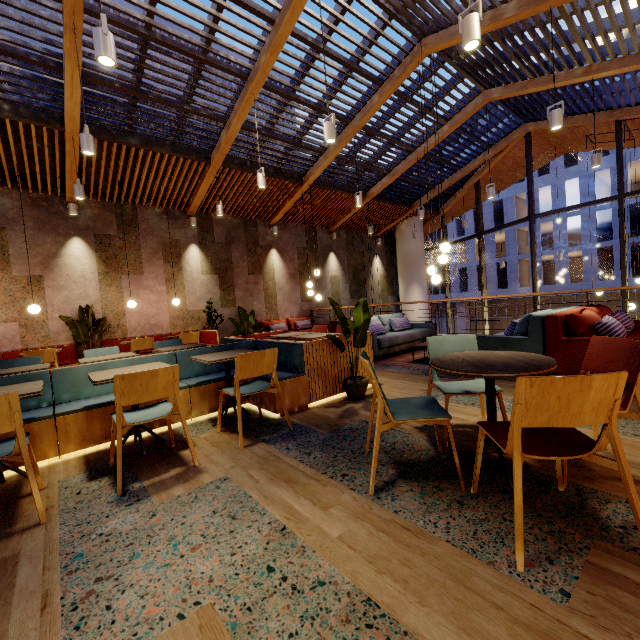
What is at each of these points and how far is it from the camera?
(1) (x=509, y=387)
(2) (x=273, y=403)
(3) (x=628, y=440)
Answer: (1) building, 4.1m
(2) seat, 3.7m
(3) building, 2.5m

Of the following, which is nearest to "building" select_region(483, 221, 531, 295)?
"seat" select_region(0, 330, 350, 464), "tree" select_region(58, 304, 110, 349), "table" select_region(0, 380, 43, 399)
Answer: "seat" select_region(0, 330, 350, 464)

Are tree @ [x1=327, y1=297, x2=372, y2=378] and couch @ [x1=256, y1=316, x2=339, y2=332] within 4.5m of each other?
no

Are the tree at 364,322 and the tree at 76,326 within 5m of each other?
no

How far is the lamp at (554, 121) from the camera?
4.6m

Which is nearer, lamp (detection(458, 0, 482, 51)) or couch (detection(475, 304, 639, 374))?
lamp (detection(458, 0, 482, 51))

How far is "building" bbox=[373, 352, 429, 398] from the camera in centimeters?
421cm

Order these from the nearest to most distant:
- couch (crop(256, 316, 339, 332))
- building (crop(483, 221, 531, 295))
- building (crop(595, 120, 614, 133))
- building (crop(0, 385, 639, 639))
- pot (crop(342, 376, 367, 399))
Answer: building (crop(0, 385, 639, 639)) → pot (crop(342, 376, 367, 399)) → couch (crop(256, 316, 339, 332)) → building (crop(595, 120, 614, 133)) → building (crop(483, 221, 531, 295))
